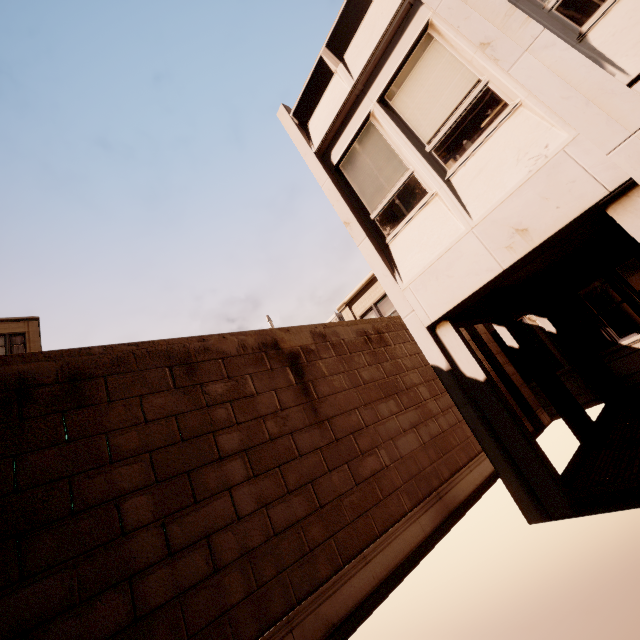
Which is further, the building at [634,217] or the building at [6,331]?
the building at [6,331]

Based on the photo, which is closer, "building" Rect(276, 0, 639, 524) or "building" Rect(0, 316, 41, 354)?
"building" Rect(276, 0, 639, 524)

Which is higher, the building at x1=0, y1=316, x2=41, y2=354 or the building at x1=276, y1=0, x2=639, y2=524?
the building at x1=0, y1=316, x2=41, y2=354

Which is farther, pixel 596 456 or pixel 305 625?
pixel 596 456

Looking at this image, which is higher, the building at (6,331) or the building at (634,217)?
the building at (6,331)
